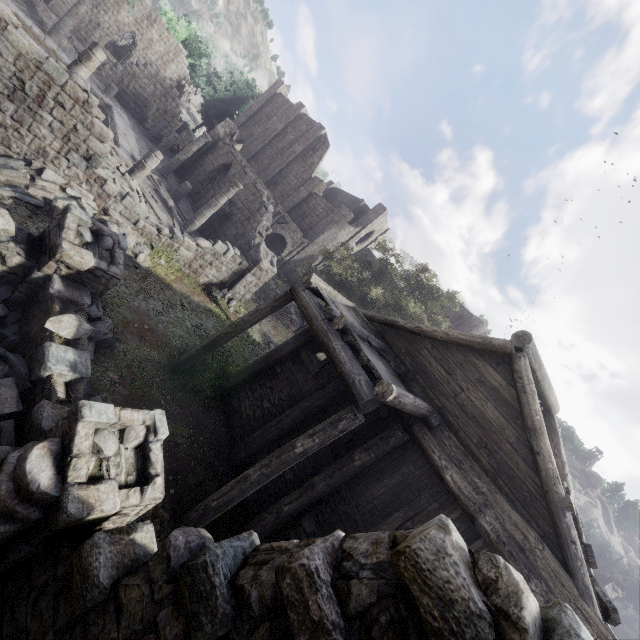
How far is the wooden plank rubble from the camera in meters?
15.4 m

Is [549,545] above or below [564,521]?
below

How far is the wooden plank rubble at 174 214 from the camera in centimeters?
1543cm

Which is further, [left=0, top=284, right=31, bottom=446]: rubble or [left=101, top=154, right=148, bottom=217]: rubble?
[left=101, top=154, right=148, bottom=217]: rubble

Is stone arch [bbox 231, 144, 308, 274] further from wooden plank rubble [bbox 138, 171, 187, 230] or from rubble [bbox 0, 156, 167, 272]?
rubble [bbox 0, 156, 167, 272]

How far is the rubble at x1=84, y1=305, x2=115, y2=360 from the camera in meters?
7.9

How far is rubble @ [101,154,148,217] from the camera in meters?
12.3

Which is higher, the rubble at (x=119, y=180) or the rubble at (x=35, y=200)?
the rubble at (x=119, y=180)
